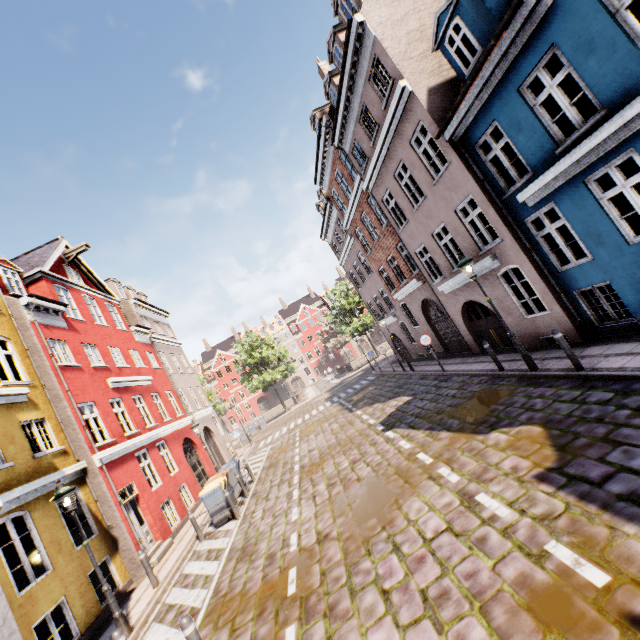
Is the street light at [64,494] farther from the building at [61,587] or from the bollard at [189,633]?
the bollard at [189,633]

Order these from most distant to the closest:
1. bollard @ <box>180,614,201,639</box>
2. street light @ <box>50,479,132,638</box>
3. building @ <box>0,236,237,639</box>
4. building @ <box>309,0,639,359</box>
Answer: building @ <box>0,236,237,639</box> < street light @ <box>50,479,132,638</box> < building @ <box>309,0,639,359</box> < bollard @ <box>180,614,201,639</box>

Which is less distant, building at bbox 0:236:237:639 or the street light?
the street light

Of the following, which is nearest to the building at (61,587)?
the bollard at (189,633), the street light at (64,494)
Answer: the bollard at (189,633)

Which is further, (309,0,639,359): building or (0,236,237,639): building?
(0,236,237,639): building

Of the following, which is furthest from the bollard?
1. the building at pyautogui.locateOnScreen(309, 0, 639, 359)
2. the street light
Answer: the street light

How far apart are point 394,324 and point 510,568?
19.88m

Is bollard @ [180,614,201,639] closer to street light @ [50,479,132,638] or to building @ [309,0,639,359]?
building @ [309,0,639,359]
